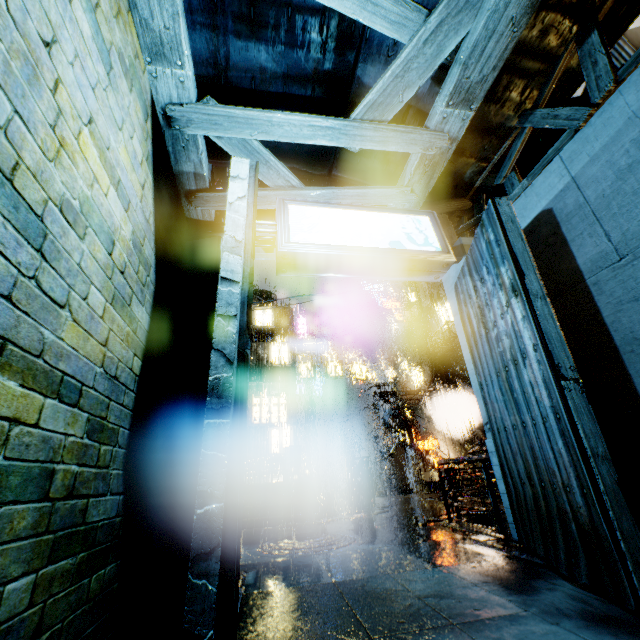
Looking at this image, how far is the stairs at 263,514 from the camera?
11.38m

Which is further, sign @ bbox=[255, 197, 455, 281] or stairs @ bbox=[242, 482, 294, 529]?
stairs @ bbox=[242, 482, 294, 529]

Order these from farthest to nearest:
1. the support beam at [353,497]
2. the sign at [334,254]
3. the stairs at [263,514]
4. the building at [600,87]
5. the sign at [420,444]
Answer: the sign at [420,444] → the support beam at [353,497] → the stairs at [263,514] → the sign at [334,254] → the building at [600,87]

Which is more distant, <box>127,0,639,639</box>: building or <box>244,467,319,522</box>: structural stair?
<box>244,467,319,522</box>: structural stair

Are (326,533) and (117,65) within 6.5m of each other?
no

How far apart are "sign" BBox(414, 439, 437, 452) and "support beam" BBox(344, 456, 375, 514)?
10.4 meters

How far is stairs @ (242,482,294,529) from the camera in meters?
11.4 m

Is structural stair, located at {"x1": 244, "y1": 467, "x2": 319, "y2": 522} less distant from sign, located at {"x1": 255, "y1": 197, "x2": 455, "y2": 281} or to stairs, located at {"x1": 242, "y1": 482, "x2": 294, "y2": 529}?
stairs, located at {"x1": 242, "y1": 482, "x2": 294, "y2": 529}
